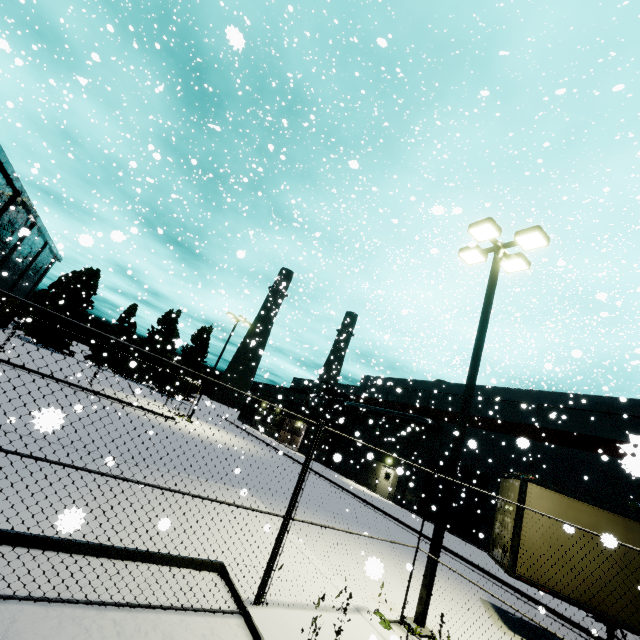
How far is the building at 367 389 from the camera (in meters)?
26.80

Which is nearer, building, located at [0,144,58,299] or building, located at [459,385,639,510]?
building, located at [459,385,639,510]

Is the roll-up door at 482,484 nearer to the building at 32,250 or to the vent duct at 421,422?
the building at 32,250

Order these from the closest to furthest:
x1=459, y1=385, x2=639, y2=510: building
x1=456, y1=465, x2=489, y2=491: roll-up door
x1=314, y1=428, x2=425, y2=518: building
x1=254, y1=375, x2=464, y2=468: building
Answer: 1. x1=459, y1=385, x2=639, y2=510: building
2. x1=456, y1=465, x2=489, y2=491: roll-up door
3. x1=314, y1=428, x2=425, y2=518: building
4. x1=254, y1=375, x2=464, y2=468: building

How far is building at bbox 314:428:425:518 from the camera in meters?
26.0 m

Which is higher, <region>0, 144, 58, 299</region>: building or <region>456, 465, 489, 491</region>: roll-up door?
<region>0, 144, 58, 299</region>: building

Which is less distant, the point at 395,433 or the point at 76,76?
the point at 76,76
